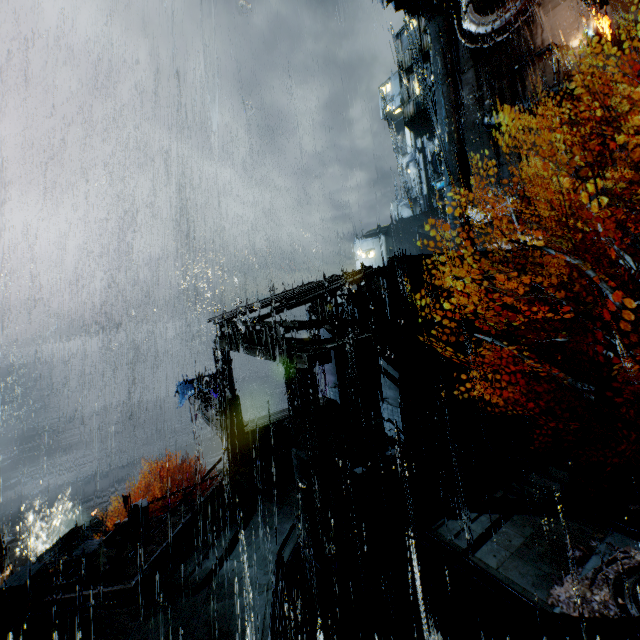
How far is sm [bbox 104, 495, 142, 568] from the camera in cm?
1527

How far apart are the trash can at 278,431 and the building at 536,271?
17.1 meters

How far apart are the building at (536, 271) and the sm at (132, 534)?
26.7 meters

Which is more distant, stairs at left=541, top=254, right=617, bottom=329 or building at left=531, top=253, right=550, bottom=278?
building at left=531, top=253, right=550, bottom=278

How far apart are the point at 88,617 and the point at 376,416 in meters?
14.4 m

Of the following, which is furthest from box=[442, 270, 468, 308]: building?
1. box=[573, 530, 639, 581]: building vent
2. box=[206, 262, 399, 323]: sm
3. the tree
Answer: box=[573, 530, 639, 581]: building vent

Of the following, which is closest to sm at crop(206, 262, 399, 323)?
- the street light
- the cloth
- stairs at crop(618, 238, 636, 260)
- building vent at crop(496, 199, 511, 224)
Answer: stairs at crop(618, 238, 636, 260)

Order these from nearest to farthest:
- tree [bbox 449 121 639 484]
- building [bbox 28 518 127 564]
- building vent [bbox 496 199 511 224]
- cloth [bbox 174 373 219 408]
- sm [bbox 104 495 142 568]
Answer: tree [bbox 449 121 639 484] → sm [bbox 104 495 142 568] → building [bbox 28 518 127 564] → cloth [bbox 174 373 219 408] → building vent [bbox 496 199 511 224]
